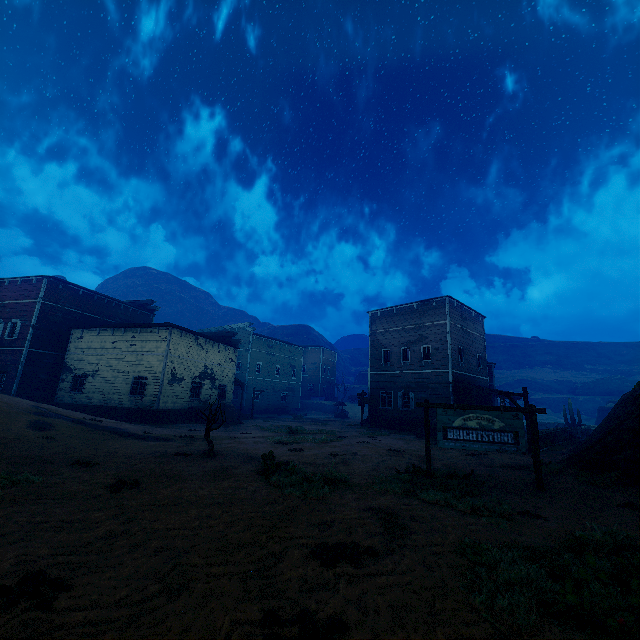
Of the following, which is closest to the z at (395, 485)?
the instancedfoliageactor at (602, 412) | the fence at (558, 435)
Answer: the fence at (558, 435)

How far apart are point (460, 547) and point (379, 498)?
2.66m

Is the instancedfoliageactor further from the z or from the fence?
the fence

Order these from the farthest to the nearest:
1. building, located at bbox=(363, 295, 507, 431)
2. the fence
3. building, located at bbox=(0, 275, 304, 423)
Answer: building, located at bbox=(363, 295, 507, 431) → building, located at bbox=(0, 275, 304, 423) → the fence

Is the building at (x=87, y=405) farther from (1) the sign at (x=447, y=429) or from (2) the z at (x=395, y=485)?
(1) the sign at (x=447, y=429)

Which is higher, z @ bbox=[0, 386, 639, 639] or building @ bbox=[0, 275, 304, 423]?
building @ bbox=[0, 275, 304, 423]

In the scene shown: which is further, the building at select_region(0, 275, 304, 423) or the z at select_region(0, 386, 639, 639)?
the building at select_region(0, 275, 304, 423)

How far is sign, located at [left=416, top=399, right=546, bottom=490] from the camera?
9.1m
